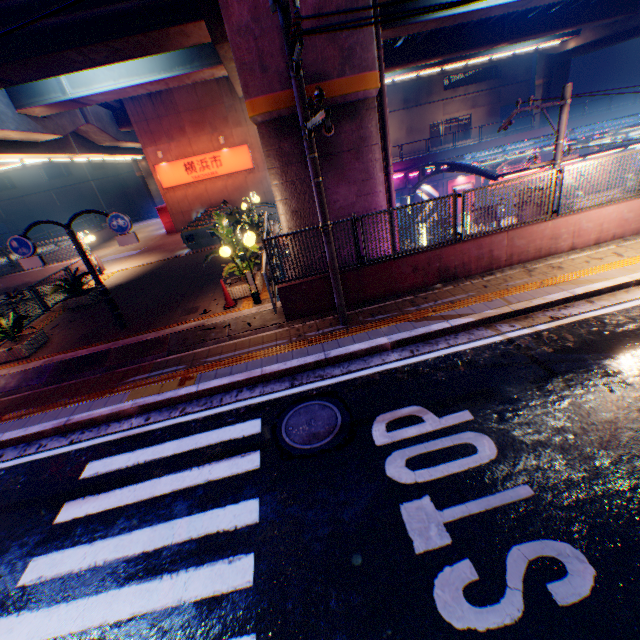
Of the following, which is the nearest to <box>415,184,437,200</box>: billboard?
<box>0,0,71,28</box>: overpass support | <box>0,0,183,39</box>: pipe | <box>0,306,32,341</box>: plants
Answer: <box>0,0,71,28</box>: overpass support

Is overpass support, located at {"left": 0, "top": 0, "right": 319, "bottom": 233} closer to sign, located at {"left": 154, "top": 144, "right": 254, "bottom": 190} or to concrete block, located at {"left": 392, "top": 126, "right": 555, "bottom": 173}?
sign, located at {"left": 154, "top": 144, "right": 254, "bottom": 190}

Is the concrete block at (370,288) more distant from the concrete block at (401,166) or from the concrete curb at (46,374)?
the concrete block at (401,166)

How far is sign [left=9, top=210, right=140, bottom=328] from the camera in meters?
8.4

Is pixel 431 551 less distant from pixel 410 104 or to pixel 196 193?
pixel 196 193

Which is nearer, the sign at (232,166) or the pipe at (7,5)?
the pipe at (7,5)

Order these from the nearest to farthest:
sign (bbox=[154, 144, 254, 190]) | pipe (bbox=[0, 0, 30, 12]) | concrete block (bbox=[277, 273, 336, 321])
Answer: concrete block (bbox=[277, 273, 336, 321])
pipe (bbox=[0, 0, 30, 12])
sign (bbox=[154, 144, 254, 190])

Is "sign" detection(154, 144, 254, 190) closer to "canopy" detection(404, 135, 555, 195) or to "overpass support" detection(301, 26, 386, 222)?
"overpass support" detection(301, 26, 386, 222)
